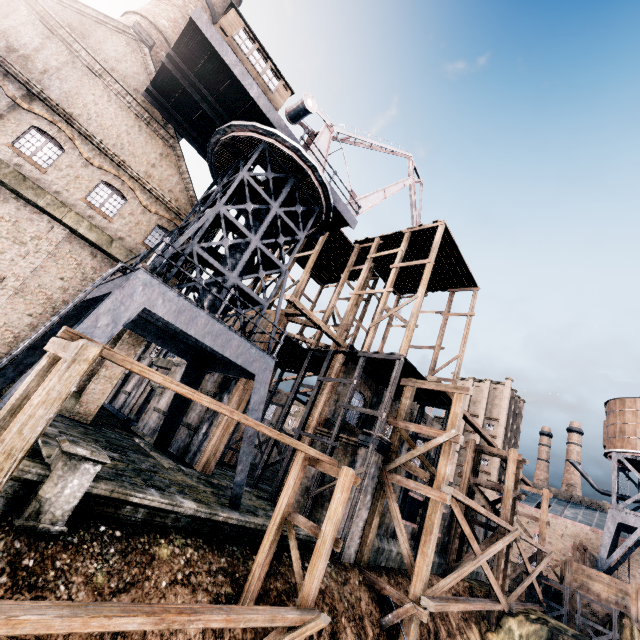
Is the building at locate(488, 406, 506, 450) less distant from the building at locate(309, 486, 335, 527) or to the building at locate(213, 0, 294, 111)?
the building at locate(309, 486, 335, 527)

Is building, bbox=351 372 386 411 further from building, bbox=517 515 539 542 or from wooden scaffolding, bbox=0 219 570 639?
building, bbox=517 515 539 542

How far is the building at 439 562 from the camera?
23.50m

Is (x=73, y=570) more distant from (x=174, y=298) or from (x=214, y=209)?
(x=214, y=209)

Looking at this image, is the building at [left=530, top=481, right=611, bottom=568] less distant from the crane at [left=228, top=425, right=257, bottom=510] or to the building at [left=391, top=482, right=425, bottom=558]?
the building at [left=391, top=482, right=425, bottom=558]

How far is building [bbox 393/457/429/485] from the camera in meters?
20.9 m
